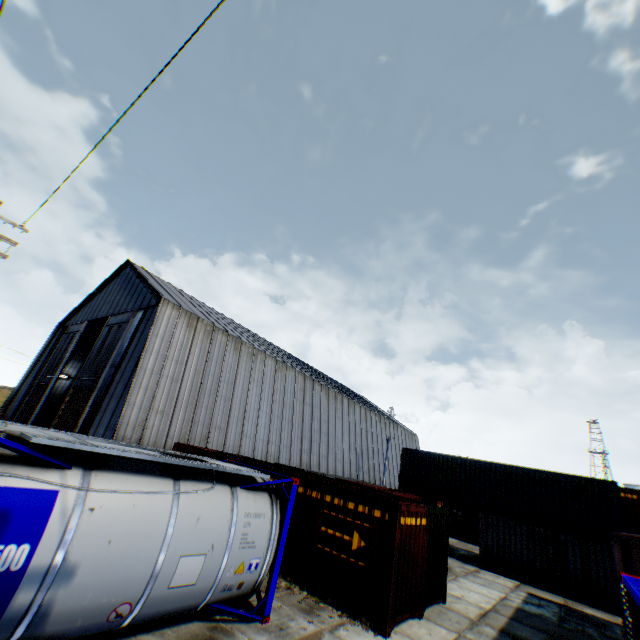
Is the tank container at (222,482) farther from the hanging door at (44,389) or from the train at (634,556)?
the hanging door at (44,389)

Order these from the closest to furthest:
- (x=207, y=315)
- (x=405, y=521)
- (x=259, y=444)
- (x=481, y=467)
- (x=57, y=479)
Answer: (x=57, y=479) → (x=405, y=521) → (x=481, y=467) → (x=259, y=444) → (x=207, y=315)

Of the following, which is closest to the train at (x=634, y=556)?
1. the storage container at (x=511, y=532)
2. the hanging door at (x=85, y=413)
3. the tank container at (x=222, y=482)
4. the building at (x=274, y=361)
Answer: the tank container at (x=222, y=482)

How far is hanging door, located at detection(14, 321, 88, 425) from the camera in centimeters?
2744cm

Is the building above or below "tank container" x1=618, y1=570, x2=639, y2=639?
above

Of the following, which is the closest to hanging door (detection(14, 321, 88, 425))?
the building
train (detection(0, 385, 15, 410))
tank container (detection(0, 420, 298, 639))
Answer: the building

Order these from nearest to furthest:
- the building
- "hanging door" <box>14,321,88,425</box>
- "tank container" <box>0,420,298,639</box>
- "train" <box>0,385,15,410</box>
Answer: "tank container" <box>0,420,298,639</box> < the building < "hanging door" <box>14,321,88,425</box> < "train" <box>0,385,15,410</box>

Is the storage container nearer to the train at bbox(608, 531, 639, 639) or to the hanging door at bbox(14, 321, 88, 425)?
the train at bbox(608, 531, 639, 639)
